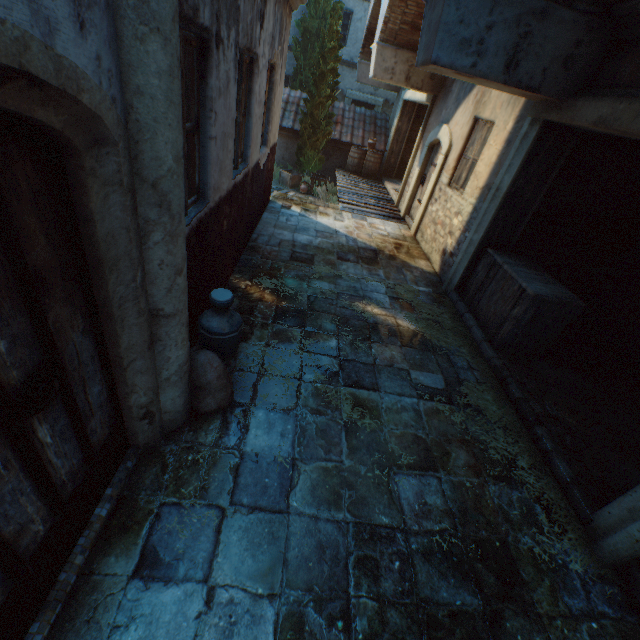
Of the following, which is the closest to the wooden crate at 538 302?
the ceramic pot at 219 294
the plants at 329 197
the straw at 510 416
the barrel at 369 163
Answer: the straw at 510 416

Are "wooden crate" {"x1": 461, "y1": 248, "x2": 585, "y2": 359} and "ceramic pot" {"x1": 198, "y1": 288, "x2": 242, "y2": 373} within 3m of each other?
no

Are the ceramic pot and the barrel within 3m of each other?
no

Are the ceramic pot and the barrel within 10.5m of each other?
no

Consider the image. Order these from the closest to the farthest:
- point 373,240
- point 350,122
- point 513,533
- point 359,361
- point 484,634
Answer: point 484,634 < point 513,533 < point 359,361 < point 373,240 < point 350,122

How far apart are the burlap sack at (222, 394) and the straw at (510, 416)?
2.13m

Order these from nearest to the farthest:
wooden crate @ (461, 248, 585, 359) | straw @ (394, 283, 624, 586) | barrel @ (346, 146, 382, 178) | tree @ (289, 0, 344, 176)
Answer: straw @ (394, 283, 624, 586) → wooden crate @ (461, 248, 585, 359) → tree @ (289, 0, 344, 176) → barrel @ (346, 146, 382, 178)

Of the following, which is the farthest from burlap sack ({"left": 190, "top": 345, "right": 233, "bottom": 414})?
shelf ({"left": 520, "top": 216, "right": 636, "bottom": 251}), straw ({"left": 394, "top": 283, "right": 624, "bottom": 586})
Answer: shelf ({"left": 520, "top": 216, "right": 636, "bottom": 251})
